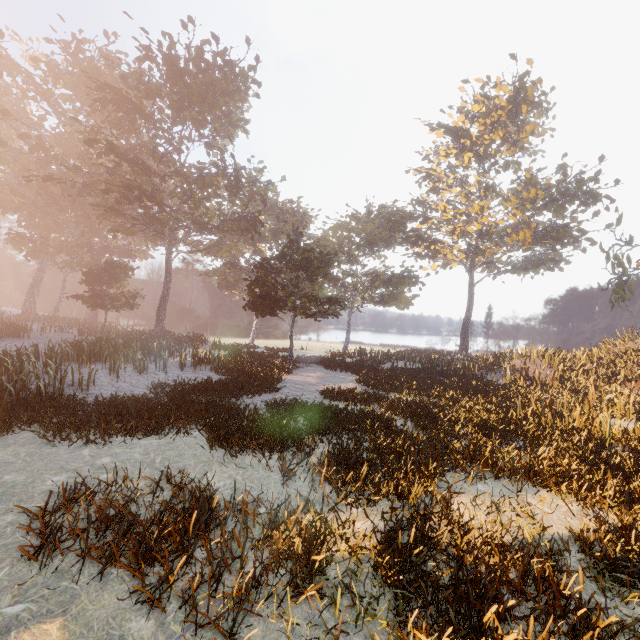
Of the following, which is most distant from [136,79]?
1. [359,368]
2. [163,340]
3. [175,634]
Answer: [175,634]
